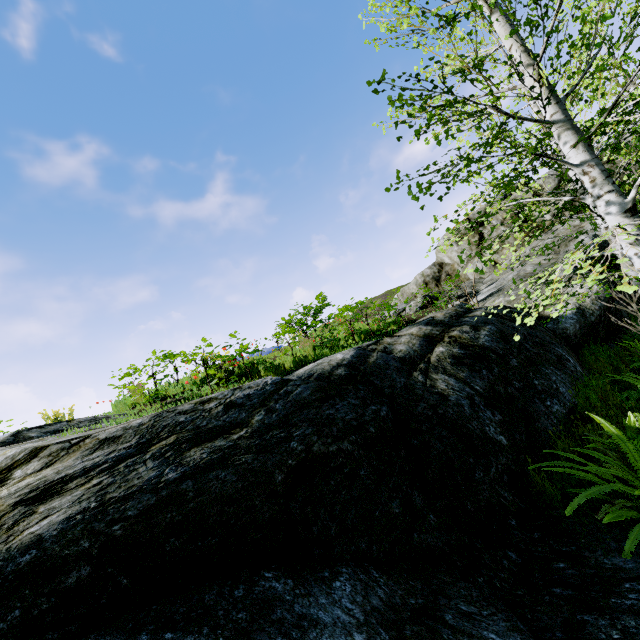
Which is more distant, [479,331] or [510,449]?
[479,331]

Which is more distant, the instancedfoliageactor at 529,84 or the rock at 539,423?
the instancedfoliageactor at 529,84

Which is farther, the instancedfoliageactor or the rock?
the instancedfoliageactor
